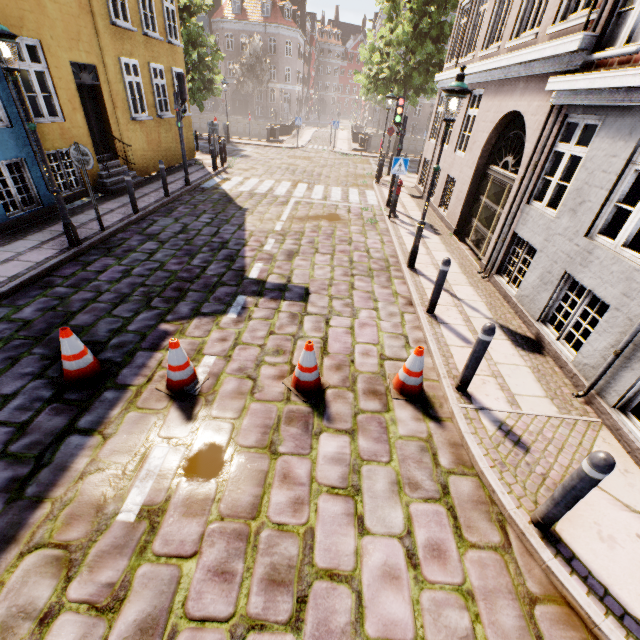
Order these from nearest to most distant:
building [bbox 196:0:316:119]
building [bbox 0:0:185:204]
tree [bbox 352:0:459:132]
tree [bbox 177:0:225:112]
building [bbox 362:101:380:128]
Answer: building [bbox 0:0:185:204] < tree [bbox 352:0:459:132] < tree [bbox 177:0:225:112] < building [bbox 196:0:316:119] < building [bbox 362:101:380:128]

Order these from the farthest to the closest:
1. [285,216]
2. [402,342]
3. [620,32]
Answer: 1. [285,216]
2. [402,342]
3. [620,32]

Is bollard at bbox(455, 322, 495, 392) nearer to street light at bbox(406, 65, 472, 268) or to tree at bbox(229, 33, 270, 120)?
street light at bbox(406, 65, 472, 268)

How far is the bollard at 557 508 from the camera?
2.5m

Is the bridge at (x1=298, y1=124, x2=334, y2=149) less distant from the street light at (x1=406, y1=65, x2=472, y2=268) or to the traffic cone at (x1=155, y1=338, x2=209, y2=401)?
the street light at (x1=406, y1=65, x2=472, y2=268)

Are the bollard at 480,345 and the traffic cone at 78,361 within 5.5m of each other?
yes

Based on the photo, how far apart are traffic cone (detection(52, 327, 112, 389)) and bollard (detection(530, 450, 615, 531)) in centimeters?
527cm

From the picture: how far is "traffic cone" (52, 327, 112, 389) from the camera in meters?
4.0 m
